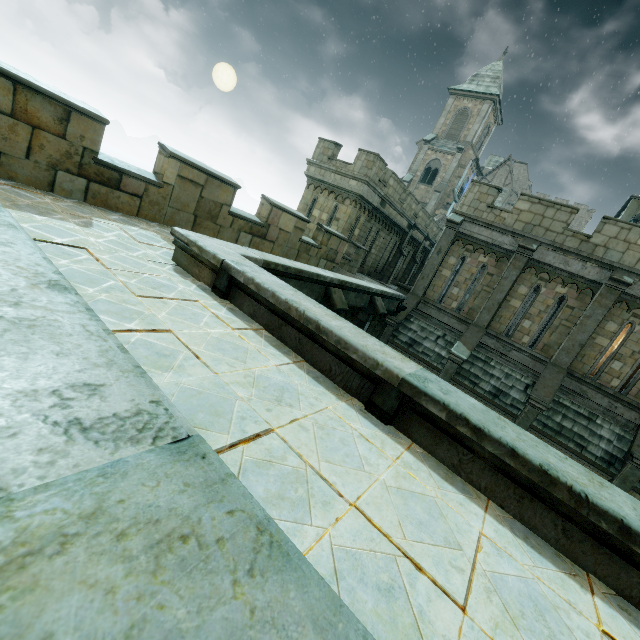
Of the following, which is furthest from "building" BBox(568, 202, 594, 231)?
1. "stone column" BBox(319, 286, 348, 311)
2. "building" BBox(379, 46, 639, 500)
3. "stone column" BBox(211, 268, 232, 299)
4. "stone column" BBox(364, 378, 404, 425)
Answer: "stone column" BBox(364, 378, 404, 425)

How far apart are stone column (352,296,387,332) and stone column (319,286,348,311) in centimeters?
228cm

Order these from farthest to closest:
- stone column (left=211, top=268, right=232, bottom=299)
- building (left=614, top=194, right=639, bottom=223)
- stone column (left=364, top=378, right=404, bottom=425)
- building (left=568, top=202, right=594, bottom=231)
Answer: building (left=568, top=202, right=594, bottom=231), building (left=614, top=194, right=639, bottom=223), stone column (left=211, top=268, right=232, bottom=299), stone column (left=364, top=378, right=404, bottom=425)

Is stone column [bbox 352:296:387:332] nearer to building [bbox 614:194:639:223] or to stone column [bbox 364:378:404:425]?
building [bbox 614:194:639:223]

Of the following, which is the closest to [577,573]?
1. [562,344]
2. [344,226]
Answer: [562,344]

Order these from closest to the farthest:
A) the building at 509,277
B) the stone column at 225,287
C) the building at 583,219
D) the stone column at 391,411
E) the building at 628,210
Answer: the stone column at 391,411, the stone column at 225,287, the building at 509,277, the building at 628,210, the building at 583,219

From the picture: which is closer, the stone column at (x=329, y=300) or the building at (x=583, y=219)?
the stone column at (x=329, y=300)

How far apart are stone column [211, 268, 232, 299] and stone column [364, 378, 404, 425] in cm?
272
